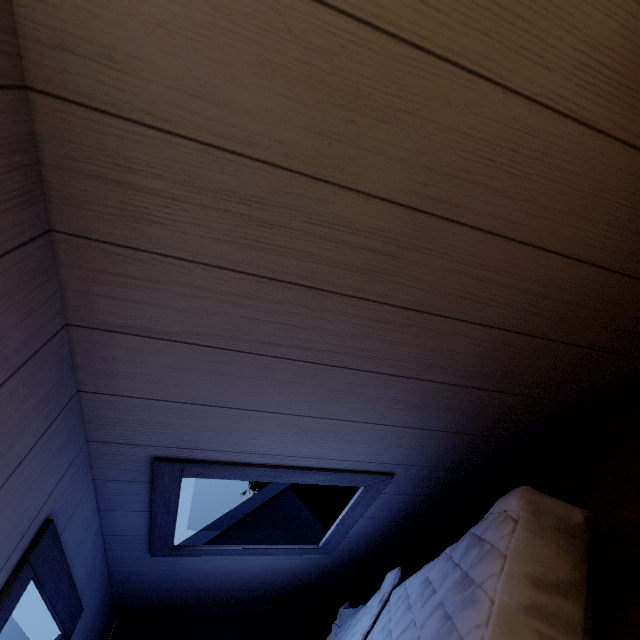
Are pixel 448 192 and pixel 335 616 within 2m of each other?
no
